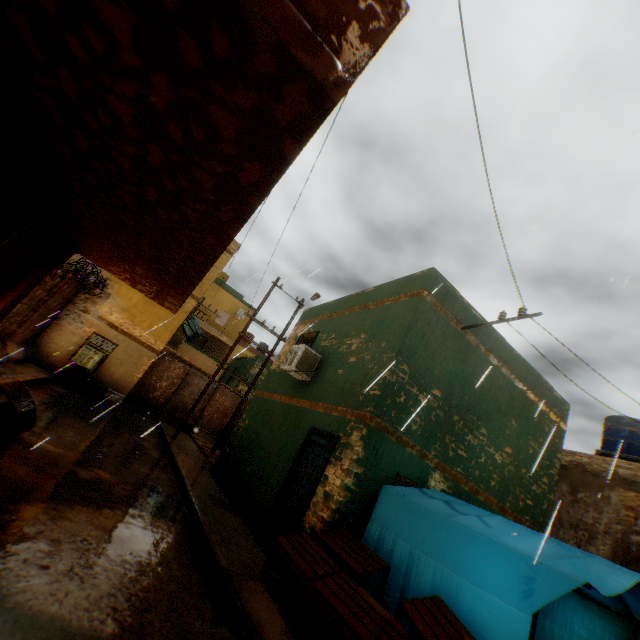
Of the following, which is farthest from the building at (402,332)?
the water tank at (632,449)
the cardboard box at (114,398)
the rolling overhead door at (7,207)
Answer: the water tank at (632,449)

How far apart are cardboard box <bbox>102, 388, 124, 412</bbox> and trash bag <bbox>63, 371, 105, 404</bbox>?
0.14m

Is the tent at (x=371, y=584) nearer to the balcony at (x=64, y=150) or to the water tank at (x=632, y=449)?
A: the balcony at (x=64, y=150)

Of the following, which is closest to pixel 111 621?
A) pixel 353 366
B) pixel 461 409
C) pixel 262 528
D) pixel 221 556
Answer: pixel 221 556

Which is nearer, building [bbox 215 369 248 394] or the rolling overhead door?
the rolling overhead door

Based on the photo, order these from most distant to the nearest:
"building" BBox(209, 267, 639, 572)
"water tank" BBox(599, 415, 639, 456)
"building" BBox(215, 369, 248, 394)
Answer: "building" BBox(215, 369, 248, 394), "water tank" BBox(599, 415, 639, 456), "building" BBox(209, 267, 639, 572)

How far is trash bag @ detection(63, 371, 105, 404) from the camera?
13.16m

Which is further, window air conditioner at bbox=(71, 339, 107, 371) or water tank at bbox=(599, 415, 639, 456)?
water tank at bbox=(599, 415, 639, 456)
